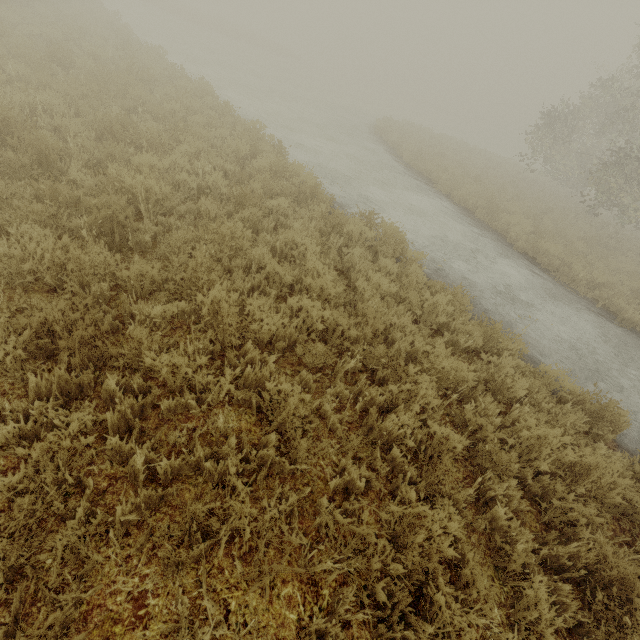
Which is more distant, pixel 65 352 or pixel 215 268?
pixel 215 268
